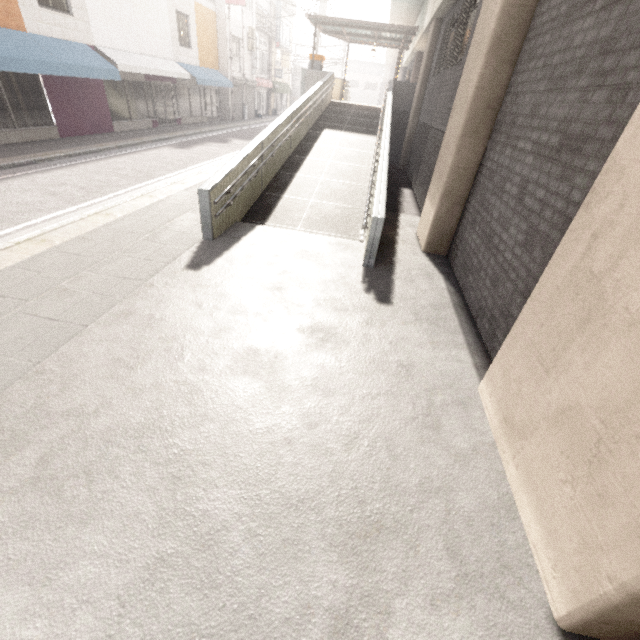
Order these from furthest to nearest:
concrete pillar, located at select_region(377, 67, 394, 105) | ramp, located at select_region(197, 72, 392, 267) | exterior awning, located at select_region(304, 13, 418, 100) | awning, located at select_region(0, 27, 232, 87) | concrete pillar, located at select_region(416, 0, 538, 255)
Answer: concrete pillar, located at select_region(377, 67, 394, 105), exterior awning, located at select_region(304, 13, 418, 100), awning, located at select_region(0, 27, 232, 87), ramp, located at select_region(197, 72, 392, 267), concrete pillar, located at select_region(416, 0, 538, 255)

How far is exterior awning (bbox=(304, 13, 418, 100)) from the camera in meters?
15.2 m

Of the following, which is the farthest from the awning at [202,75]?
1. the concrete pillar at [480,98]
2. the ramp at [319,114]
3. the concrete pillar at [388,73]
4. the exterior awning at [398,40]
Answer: the concrete pillar at [388,73]

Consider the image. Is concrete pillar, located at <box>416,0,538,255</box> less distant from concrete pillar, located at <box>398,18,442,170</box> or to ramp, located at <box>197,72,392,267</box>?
ramp, located at <box>197,72,392,267</box>

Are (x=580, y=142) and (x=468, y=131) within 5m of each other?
yes

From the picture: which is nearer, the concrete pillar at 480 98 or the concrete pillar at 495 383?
the concrete pillar at 495 383

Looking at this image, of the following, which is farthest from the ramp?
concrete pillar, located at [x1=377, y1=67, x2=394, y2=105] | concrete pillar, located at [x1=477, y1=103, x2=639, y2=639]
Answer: concrete pillar, located at [x1=377, y1=67, x2=394, y2=105]

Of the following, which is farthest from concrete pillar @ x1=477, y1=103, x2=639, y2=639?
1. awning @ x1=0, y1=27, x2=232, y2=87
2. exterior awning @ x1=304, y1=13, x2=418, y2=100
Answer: exterior awning @ x1=304, y1=13, x2=418, y2=100
